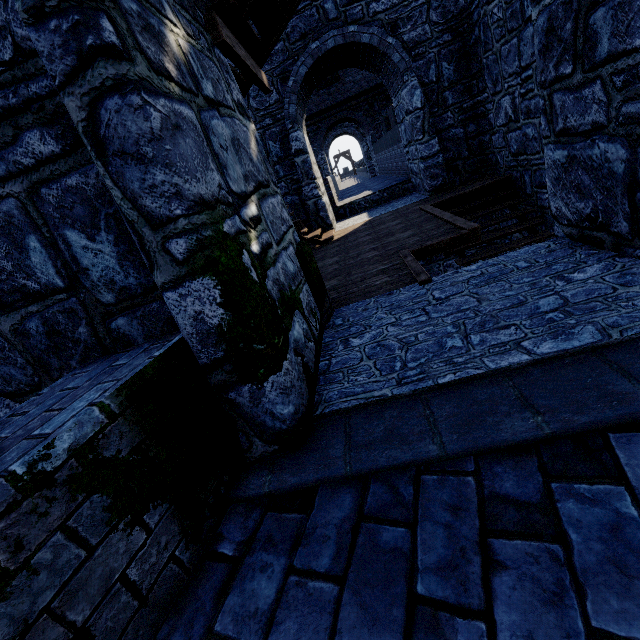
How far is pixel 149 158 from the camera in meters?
1.5
